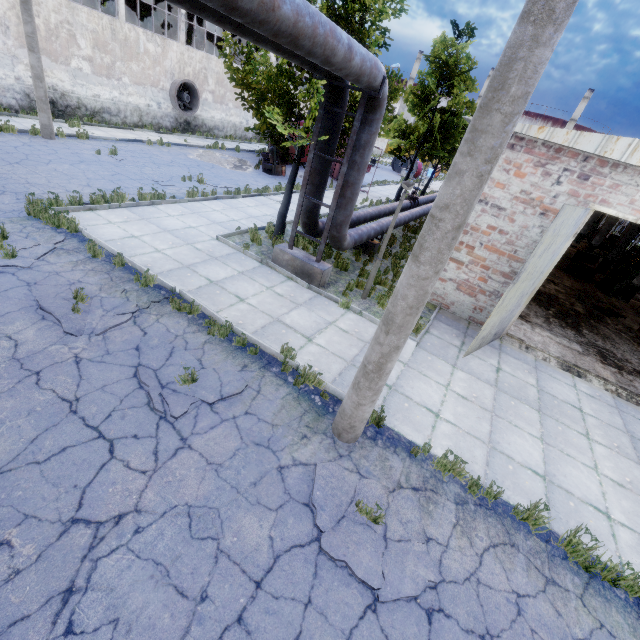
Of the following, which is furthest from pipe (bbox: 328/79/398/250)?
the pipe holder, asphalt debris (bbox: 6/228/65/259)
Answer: asphalt debris (bbox: 6/228/65/259)

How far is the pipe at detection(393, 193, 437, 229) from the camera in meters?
14.3 m

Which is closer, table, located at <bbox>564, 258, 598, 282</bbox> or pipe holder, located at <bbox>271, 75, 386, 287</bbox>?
pipe holder, located at <bbox>271, 75, 386, 287</bbox>

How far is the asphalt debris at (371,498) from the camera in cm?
420

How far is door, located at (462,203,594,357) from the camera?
6.53m

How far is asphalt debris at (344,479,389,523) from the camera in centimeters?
420cm

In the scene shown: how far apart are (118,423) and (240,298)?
4.0 meters

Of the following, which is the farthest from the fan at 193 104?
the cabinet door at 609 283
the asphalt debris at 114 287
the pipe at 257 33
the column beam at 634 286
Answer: the cabinet door at 609 283
